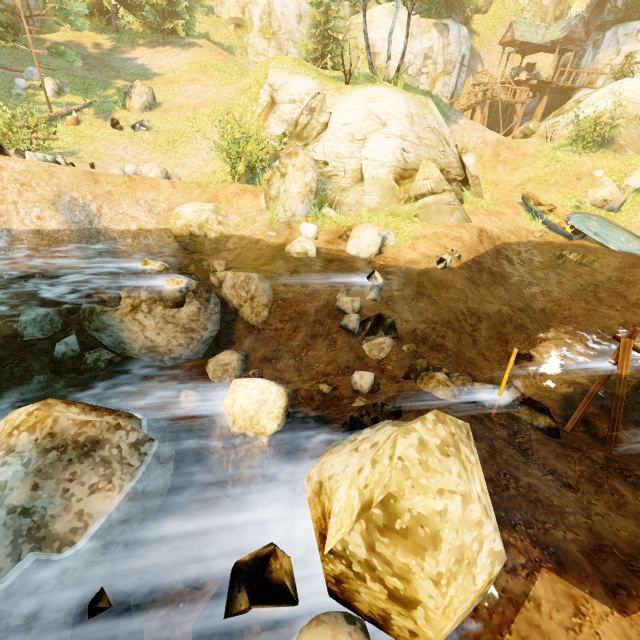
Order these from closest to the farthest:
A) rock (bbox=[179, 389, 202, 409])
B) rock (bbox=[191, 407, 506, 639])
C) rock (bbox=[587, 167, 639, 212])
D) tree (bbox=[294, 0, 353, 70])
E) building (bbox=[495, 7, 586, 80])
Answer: rock (bbox=[191, 407, 506, 639]) < rock (bbox=[179, 389, 202, 409]) < rock (bbox=[587, 167, 639, 212]) < tree (bbox=[294, 0, 353, 70]) < building (bbox=[495, 7, 586, 80])

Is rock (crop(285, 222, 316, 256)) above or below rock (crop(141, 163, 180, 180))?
below

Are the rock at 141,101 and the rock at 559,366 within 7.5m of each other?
no

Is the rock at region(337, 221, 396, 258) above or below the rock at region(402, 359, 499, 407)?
above

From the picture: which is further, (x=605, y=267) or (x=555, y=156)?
(x=555, y=156)

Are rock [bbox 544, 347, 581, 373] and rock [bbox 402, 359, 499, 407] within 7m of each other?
yes

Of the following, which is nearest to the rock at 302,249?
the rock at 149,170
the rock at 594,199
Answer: the rock at 149,170

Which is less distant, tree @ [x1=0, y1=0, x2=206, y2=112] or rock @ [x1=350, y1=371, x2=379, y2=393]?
rock @ [x1=350, y1=371, x2=379, y2=393]
